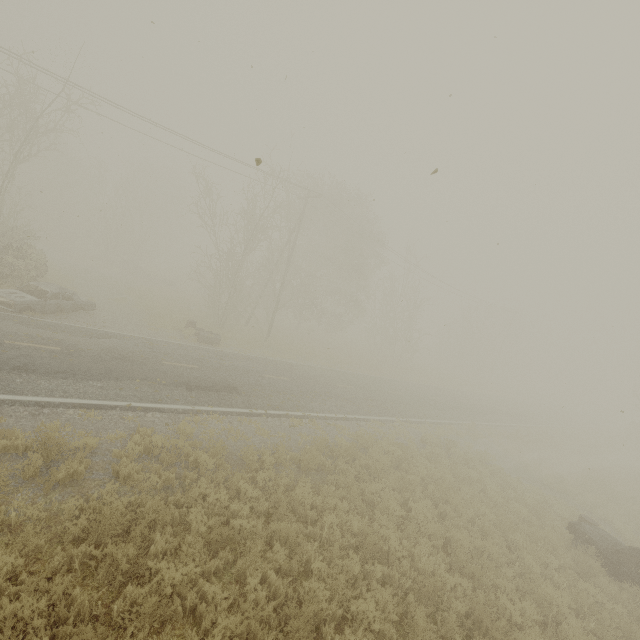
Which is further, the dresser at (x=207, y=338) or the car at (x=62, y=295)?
the dresser at (x=207, y=338)

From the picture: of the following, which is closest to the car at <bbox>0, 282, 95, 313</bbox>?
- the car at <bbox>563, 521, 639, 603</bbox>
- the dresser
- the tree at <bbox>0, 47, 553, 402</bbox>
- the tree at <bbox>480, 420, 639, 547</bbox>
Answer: the dresser

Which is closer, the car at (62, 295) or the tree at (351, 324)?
the car at (62, 295)

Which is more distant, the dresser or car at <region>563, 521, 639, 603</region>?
the dresser

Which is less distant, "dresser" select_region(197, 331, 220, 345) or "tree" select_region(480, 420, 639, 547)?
"tree" select_region(480, 420, 639, 547)

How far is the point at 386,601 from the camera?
6.3 meters

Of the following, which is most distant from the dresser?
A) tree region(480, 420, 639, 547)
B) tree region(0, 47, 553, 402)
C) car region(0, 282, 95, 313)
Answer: tree region(0, 47, 553, 402)

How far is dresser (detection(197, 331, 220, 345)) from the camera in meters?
19.3
